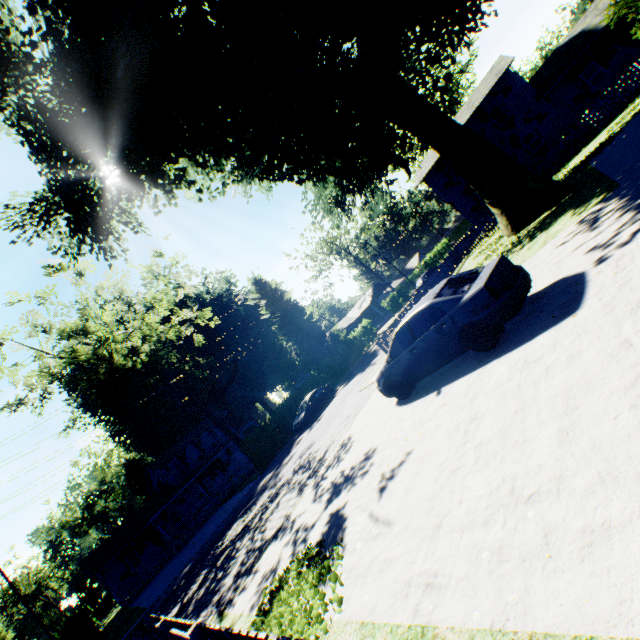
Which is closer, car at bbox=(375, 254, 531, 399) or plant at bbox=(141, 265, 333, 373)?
car at bbox=(375, 254, 531, 399)

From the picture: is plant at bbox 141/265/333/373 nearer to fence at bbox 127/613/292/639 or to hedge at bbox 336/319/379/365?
hedge at bbox 336/319/379/365

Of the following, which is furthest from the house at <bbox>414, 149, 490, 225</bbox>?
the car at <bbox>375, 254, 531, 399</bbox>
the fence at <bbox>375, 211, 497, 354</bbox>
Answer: the car at <bbox>375, 254, 531, 399</bbox>

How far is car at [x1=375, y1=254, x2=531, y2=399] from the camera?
6.2m

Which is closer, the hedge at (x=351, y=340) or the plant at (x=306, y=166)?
the plant at (x=306, y=166)

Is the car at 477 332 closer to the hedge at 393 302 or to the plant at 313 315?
the plant at 313 315

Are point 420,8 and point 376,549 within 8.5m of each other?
no

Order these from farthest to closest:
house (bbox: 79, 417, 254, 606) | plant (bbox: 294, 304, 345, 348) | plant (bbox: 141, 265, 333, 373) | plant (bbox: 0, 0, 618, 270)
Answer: plant (bbox: 141, 265, 333, 373)
plant (bbox: 294, 304, 345, 348)
house (bbox: 79, 417, 254, 606)
plant (bbox: 0, 0, 618, 270)
